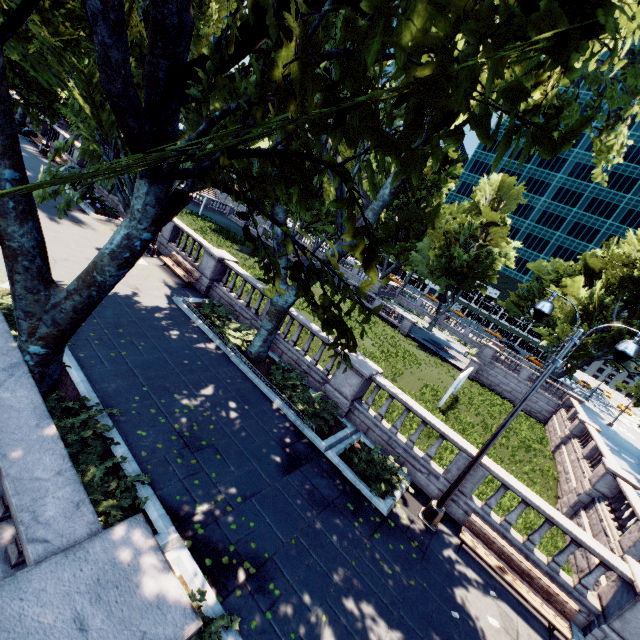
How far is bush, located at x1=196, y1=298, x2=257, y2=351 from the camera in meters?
13.4 m

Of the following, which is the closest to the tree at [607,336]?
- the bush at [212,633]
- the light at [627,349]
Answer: the light at [627,349]

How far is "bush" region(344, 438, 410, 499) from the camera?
9.7m

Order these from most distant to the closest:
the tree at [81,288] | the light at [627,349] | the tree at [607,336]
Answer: the tree at [607,336], the light at [627,349], the tree at [81,288]

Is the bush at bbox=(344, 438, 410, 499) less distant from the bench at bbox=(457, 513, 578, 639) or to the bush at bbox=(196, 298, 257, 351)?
the bench at bbox=(457, 513, 578, 639)

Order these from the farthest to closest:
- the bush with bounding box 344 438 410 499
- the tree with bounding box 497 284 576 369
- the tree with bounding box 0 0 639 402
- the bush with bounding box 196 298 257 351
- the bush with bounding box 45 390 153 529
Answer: the tree with bounding box 497 284 576 369
the bush with bounding box 196 298 257 351
the bush with bounding box 344 438 410 499
the bush with bounding box 45 390 153 529
the tree with bounding box 0 0 639 402

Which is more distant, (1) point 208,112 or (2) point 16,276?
(1) point 208,112

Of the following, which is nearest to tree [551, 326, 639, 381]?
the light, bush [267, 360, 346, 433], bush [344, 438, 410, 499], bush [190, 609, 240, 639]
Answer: bush [267, 360, 346, 433]
